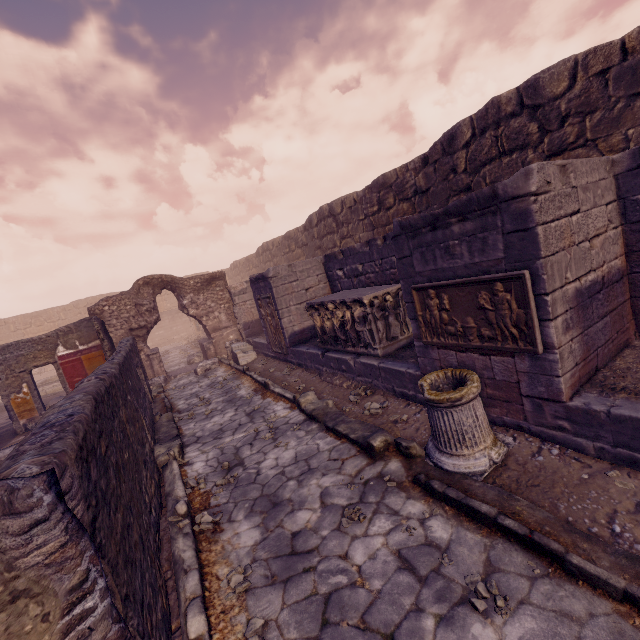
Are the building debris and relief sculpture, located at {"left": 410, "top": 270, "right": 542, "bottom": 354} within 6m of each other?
no

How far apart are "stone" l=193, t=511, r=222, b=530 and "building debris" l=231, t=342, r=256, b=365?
7.6 meters

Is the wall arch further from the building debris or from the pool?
the pool

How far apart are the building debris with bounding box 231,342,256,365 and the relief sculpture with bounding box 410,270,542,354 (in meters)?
8.00

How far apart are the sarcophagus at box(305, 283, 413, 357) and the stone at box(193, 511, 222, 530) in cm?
363

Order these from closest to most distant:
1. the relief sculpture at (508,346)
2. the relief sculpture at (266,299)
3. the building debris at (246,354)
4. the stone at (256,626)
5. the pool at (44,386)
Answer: the stone at (256,626)
the relief sculpture at (508,346)
the relief sculpture at (266,299)
the building debris at (246,354)
the pool at (44,386)

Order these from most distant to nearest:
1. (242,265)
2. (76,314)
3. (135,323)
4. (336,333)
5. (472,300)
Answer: (242,265), (76,314), (135,323), (336,333), (472,300)

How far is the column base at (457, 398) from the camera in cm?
340
